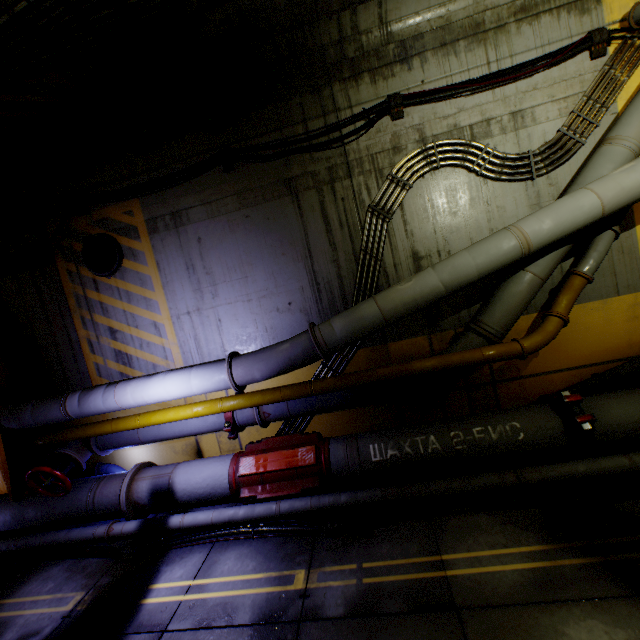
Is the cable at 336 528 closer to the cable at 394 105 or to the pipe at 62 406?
the pipe at 62 406

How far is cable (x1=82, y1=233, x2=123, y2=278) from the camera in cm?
613

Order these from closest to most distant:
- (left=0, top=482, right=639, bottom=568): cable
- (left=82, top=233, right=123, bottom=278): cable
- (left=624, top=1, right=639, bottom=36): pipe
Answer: (left=0, top=482, right=639, bottom=568): cable → (left=624, top=1, right=639, bottom=36): pipe → (left=82, top=233, right=123, bottom=278): cable

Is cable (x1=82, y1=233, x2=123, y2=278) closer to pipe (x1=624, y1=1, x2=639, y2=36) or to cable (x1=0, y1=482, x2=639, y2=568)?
pipe (x1=624, y1=1, x2=639, y2=36)

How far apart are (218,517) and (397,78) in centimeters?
737cm

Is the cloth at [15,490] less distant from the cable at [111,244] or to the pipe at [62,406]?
the pipe at [62,406]

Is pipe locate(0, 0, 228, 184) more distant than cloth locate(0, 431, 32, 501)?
No
